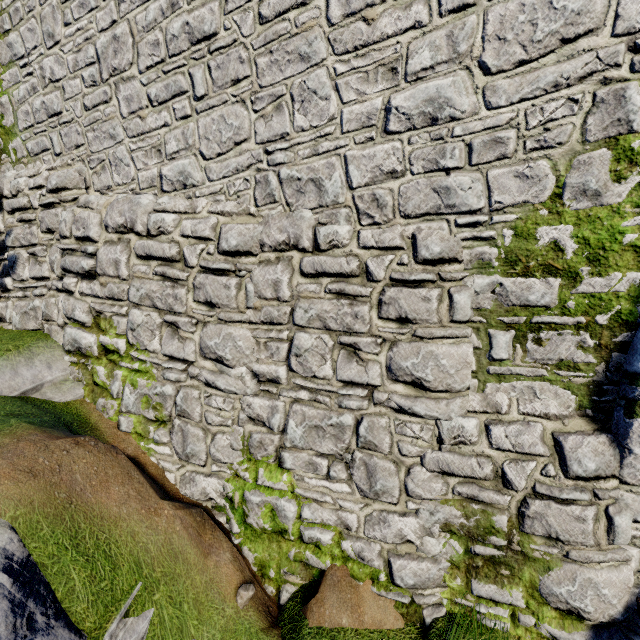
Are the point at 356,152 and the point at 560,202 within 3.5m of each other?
yes

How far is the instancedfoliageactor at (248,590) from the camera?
3.8m

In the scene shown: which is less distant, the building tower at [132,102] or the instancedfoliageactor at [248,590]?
the building tower at [132,102]

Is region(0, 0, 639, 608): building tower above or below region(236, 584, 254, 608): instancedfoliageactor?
above

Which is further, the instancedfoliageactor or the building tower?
the instancedfoliageactor

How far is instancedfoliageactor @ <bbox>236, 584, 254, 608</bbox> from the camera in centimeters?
385cm
